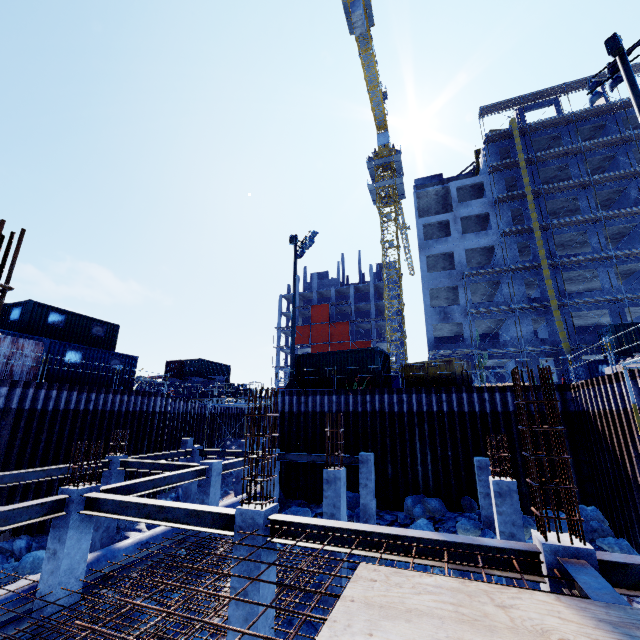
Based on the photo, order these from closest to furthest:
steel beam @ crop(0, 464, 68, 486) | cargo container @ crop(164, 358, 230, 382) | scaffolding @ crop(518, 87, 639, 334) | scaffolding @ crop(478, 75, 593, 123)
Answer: steel beam @ crop(0, 464, 68, 486)
scaffolding @ crop(518, 87, 639, 334)
scaffolding @ crop(478, 75, 593, 123)
cargo container @ crop(164, 358, 230, 382)

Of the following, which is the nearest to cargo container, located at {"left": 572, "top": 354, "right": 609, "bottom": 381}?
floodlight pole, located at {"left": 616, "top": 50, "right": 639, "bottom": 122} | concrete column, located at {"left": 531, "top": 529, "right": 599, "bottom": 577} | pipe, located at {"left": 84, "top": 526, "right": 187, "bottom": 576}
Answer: floodlight pole, located at {"left": 616, "top": 50, "right": 639, "bottom": 122}

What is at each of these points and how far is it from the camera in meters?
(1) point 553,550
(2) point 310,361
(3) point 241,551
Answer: (1) concrete column, 4.4 m
(2) cargo container, 21.7 m
(3) concrete column, 5.8 m

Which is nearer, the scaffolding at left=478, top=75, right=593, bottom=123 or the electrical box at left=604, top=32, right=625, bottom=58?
the electrical box at left=604, top=32, right=625, bottom=58

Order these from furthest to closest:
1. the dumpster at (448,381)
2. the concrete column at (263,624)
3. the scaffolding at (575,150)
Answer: the scaffolding at (575,150) → the dumpster at (448,381) → the concrete column at (263,624)

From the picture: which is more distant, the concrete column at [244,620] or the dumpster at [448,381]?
the dumpster at [448,381]

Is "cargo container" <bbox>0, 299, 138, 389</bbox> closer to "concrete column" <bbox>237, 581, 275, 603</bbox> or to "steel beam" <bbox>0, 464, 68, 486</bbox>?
"steel beam" <bbox>0, 464, 68, 486</bbox>

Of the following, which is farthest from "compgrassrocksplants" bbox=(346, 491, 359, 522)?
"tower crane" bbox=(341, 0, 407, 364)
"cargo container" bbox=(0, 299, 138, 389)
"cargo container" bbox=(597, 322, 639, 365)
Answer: "tower crane" bbox=(341, 0, 407, 364)
